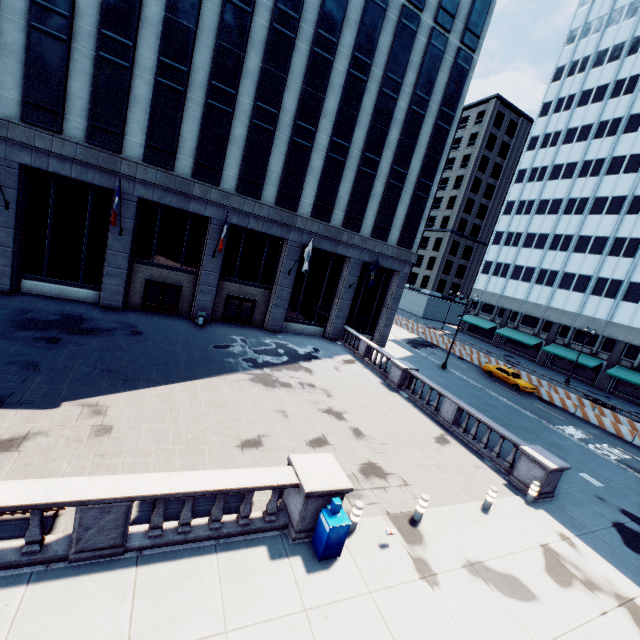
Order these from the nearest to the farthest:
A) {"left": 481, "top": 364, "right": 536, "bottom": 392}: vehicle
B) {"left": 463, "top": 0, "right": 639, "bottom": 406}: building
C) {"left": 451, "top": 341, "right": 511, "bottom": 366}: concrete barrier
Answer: {"left": 481, "top": 364, "right": 536, "bottom": 392}: vehicle, {"left": 451, "top": 341, "right": 511, "bottom": 366}: concrete barrier, {"left": 463, "top": 0, "right": 639, "bottom": 406}: building

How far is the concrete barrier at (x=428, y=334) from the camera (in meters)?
42.93

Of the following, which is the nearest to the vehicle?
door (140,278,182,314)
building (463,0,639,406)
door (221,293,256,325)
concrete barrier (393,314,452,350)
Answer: concrete barrier (393,314,452,350)

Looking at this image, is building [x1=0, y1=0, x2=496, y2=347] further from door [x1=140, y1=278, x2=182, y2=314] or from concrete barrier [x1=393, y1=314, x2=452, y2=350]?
concrete barrier [x1=393, y1=314, x2=452, y2=350]

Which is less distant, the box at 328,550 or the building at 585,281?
the box at 328,550

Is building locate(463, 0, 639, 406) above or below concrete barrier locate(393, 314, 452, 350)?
above

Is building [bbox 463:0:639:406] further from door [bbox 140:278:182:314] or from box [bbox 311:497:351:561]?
door [bbox 140:278:182:314]

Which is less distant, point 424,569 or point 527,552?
point 424,569
